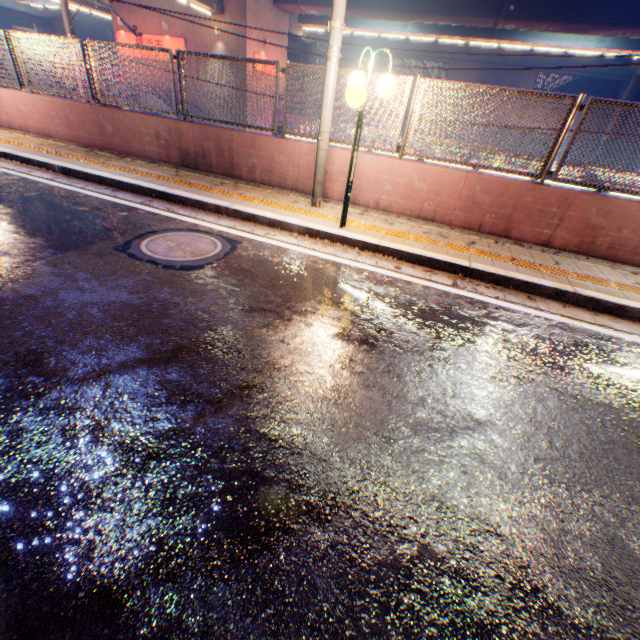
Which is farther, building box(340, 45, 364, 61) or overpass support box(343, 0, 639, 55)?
building box(340, 45, 364, 61)

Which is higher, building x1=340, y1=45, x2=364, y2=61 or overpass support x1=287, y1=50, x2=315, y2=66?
building x1=340, y1=45, x2=364, y2=61

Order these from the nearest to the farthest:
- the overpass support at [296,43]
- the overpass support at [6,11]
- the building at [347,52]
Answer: the overpass support at [296,43]
the overpass support at [6,11]
the building at [347,52]

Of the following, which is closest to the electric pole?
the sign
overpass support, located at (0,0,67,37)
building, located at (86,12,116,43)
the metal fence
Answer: the metal fence

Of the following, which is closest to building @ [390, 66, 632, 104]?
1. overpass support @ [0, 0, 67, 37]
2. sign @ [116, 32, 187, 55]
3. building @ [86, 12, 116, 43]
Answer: building @ [86, 12, 116, 43]

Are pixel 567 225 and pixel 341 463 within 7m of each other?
yes

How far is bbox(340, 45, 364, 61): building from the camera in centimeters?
4072cm

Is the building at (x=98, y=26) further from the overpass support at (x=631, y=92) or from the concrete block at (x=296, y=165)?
the concrete block at (x=296, y=165)
